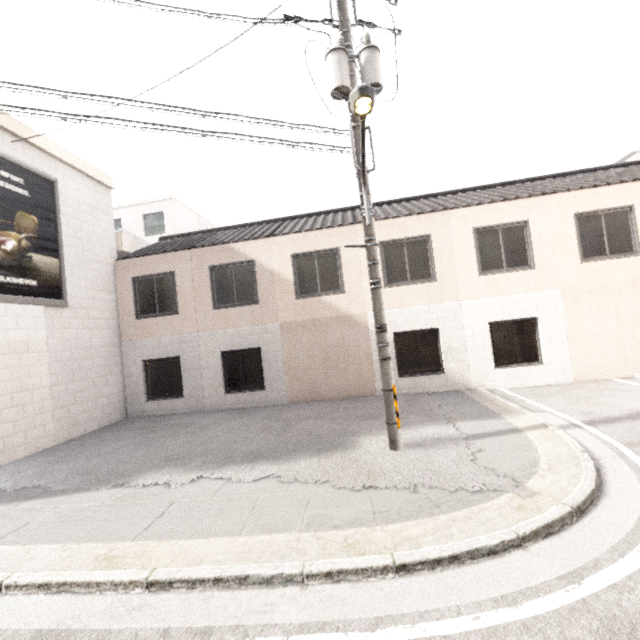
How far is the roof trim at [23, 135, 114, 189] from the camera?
9.44m

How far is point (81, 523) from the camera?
4.56m

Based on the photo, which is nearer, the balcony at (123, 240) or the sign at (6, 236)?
the sign at (6, 236)

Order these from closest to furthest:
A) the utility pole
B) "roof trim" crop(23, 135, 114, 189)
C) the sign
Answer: the utility pole < the sign < "roof trim" crop(23, 135, 114, 189)

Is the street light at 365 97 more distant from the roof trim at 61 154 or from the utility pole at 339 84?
the roof trim at 61 154

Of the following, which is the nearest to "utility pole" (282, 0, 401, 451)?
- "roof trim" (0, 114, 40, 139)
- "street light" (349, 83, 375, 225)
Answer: "street light" (349, 83, 375, 225)

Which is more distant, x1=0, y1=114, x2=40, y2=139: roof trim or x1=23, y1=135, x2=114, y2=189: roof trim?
x1=23, y1=135, x2=114, y2=189: roof trim

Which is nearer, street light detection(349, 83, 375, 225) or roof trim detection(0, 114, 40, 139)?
street light detection(349, 83, 375, 225)
